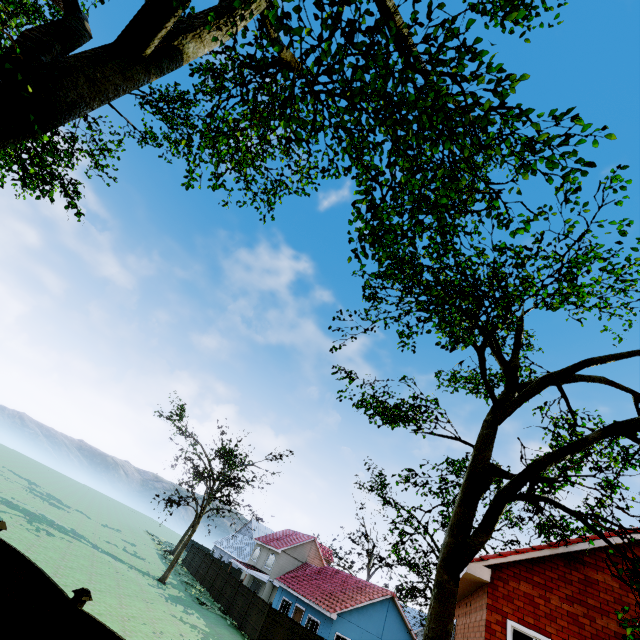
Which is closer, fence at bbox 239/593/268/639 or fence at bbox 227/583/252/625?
fence at bbox 239/593/268/639

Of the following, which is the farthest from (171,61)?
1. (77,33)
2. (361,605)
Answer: (361,605)

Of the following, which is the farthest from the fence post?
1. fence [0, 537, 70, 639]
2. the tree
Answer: the tree

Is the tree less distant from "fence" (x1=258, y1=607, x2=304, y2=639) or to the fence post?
"fence" (x1=258, y1=607, x2=304, y2=639)

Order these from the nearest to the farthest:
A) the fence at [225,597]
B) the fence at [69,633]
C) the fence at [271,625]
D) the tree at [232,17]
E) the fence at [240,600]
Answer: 1. the tree at [232,17]
2. the fence at [69,633]
3. the fence at [271,625]
4. the fence at [240,600]
5. the fence at [225,597]

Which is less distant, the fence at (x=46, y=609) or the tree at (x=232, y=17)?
the tree at (x=232, y=17)
